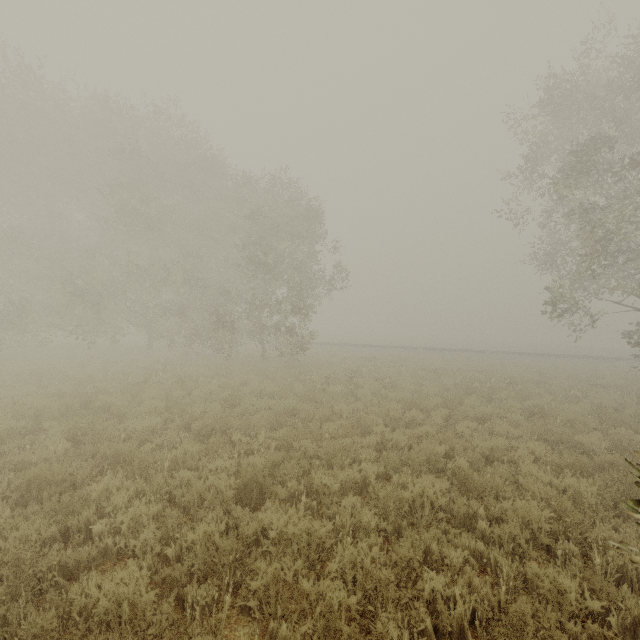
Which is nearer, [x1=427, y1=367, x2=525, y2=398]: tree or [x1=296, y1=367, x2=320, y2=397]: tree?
[x1=296, y1=367, x2=320, y2=397]: tree

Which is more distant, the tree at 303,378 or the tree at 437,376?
the tree at 437,376

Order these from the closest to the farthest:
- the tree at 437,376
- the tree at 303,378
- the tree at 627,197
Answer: the tree at 627,197 → the tree at 303,378 → the tree at 437,376

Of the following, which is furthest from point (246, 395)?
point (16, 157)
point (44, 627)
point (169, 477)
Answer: point (16, 157)

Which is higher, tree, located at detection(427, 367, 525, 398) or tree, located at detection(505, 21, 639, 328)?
tree, located at detection(505, 21, 639, 328)

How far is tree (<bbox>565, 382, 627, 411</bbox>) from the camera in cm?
1290

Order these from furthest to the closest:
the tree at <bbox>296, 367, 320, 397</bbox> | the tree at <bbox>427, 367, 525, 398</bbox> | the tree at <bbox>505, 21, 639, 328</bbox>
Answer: the tree at <bbox>427, 367, 525, 398</bbox> < the tree at <bbox>296, 367, 320, 397</bbox> < the tree at <bbox>505, 21, 639, 328</bbox>
